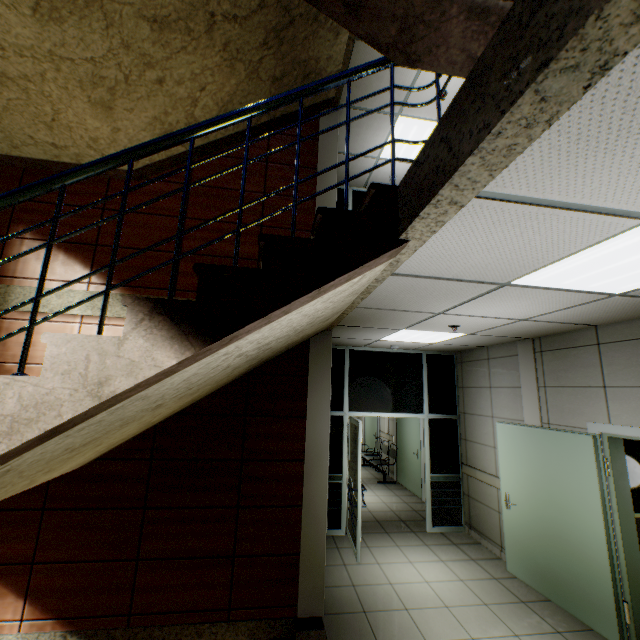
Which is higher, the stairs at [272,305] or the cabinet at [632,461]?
the stairs at [272,305]

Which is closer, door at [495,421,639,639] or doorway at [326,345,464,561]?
door at [495,421,639,639]

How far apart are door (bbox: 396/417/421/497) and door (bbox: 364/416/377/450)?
1.7 meters

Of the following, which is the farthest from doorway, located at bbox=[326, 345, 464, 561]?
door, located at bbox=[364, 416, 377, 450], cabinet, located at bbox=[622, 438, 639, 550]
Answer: door, located at bbox=[364, 416, 377, 450]

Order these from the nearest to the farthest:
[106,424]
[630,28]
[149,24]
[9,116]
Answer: [630,28], [106,424], [149,24], [9,116]

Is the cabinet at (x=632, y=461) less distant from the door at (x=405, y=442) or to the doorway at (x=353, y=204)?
the doorway at (x=353, y=204)

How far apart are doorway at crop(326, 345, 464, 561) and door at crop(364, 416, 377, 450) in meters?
4.8

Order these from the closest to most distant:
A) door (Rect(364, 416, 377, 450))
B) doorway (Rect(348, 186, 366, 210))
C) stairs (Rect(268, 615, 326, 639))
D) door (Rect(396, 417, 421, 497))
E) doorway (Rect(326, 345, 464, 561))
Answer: stairs (Rect(268, 615, 326, 639)), doorway (Rect(326, 345, 464, 561)), doorway (Rect(348, 186, 366, 210)), door (Rect(396, 417, 421, 497)), door (Rect(364, 416, 377, 450))
